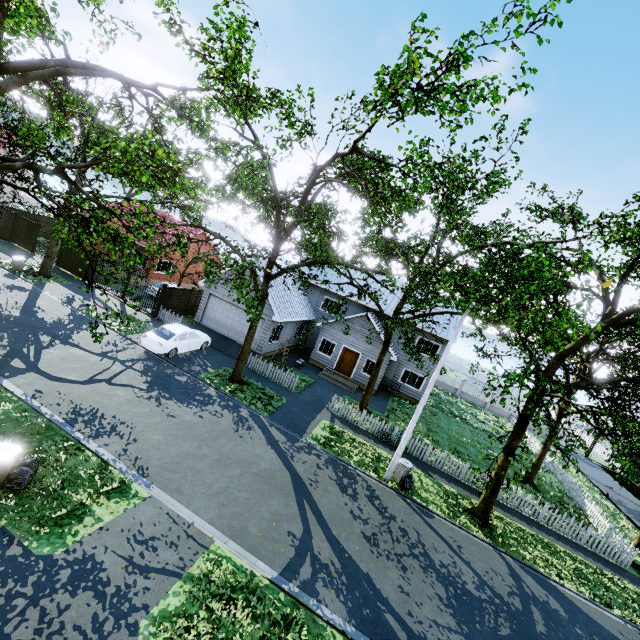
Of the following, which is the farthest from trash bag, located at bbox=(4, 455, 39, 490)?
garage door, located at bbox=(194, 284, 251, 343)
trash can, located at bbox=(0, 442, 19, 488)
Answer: garage door, located at bbox=(194, 284, 251, 343)

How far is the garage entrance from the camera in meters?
21.9

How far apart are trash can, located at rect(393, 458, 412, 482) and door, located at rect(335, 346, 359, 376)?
11.06m

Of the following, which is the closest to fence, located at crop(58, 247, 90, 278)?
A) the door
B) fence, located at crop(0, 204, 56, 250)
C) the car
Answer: fence, located at crop(0, 204, 56, 250)

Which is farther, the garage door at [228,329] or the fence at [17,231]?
the fence at [17,231]

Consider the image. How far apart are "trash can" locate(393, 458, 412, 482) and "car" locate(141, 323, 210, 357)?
13.15m

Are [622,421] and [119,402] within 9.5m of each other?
no

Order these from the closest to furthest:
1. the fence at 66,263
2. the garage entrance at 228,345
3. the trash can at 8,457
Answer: the trash can at 8,457 → the garage entrance at 228,345 → the fence at 66,263
